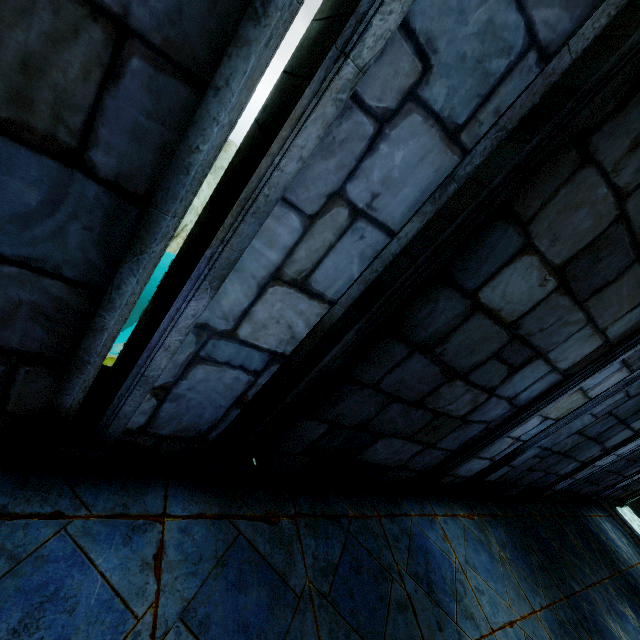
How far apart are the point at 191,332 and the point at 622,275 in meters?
2.9 m
